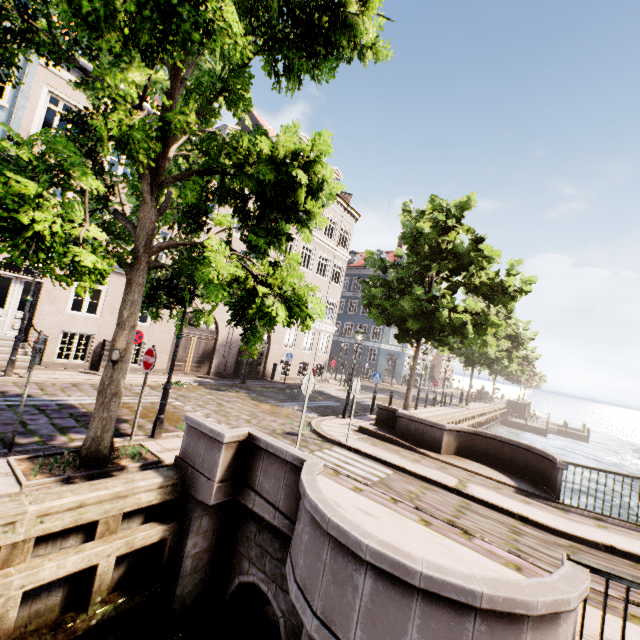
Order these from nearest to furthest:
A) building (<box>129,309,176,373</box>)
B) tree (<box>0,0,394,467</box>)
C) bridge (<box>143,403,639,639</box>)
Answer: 1. bridge (<box>143,403,639,639</box>)
2. tree (<box>0,0,394,467</box>)
3. building (<box>129,309,176,373</box>)

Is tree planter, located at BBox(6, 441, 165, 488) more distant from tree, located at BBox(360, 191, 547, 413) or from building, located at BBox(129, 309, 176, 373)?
building, located at BBox(129, 309, 176, 373)

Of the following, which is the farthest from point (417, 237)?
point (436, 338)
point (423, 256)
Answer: point (436, 338)

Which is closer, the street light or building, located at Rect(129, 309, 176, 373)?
the street light

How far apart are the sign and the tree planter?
1.4 meters

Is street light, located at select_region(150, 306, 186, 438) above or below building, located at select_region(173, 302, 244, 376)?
below

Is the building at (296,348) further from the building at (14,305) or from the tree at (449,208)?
the building at (14,305)

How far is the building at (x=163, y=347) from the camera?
14.23m
